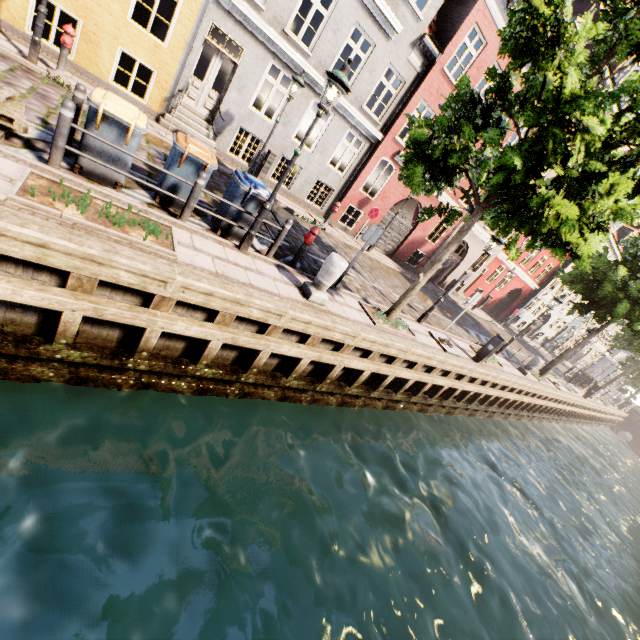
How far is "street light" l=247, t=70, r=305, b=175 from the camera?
10.2m

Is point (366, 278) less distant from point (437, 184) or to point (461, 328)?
point (437, 184)

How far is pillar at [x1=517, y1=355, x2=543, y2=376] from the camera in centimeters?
1553cm

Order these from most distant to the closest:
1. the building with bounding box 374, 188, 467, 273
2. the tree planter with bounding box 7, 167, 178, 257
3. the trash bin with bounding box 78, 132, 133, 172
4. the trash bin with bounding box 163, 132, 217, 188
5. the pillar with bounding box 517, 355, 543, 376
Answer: the building with bounding box 374, 188, 467, 273
the pillar with bounding box 517, 355, 543, 376
the trash bin with bounding box 163, 132, 217, 188
the trash bin with bounding box 78, 132, 133, 172
the tree planter with bounding box 7, 167, 178, 257

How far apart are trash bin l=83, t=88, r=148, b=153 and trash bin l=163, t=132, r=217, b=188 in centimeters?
43cm

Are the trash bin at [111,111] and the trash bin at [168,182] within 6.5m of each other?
yes

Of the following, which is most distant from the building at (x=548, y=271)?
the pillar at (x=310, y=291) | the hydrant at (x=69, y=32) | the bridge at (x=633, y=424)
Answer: the bridge at (x=633, y=424)

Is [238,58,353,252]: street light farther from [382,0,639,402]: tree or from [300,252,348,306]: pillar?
[382,0,639,402]: tree
